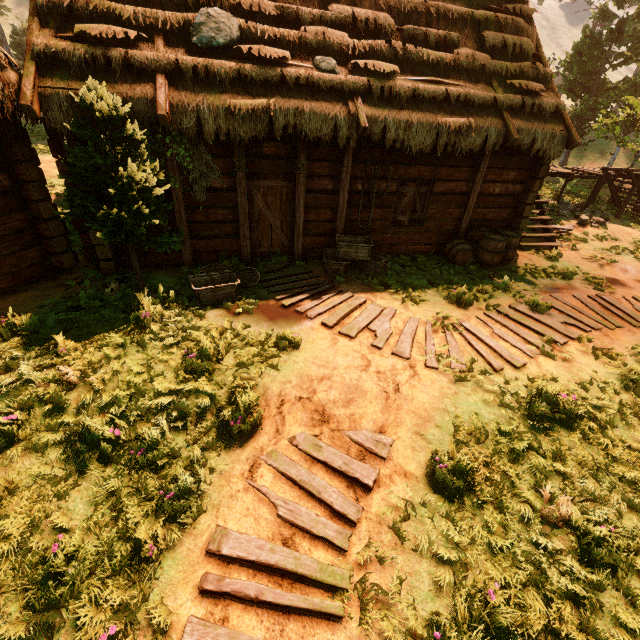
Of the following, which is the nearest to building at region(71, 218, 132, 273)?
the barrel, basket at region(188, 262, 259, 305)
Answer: the barrel

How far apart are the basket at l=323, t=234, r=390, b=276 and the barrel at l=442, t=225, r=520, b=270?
1.90m

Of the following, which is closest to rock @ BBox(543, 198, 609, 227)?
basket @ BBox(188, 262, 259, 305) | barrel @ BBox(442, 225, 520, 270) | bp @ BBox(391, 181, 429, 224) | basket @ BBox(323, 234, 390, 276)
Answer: barrel @ BBox(442, 225, 520, 270)

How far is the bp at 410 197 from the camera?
8.69m

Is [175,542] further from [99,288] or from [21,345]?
[99,288]

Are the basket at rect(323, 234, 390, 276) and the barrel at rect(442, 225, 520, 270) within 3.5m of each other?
yes

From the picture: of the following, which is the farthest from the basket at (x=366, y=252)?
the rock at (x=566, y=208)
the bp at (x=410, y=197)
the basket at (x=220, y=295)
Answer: the rock at (x=566, y=208)

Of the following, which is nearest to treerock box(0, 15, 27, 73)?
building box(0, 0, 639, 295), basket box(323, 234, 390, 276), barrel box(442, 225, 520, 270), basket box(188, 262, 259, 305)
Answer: building box(0, 0, 639, 295)
